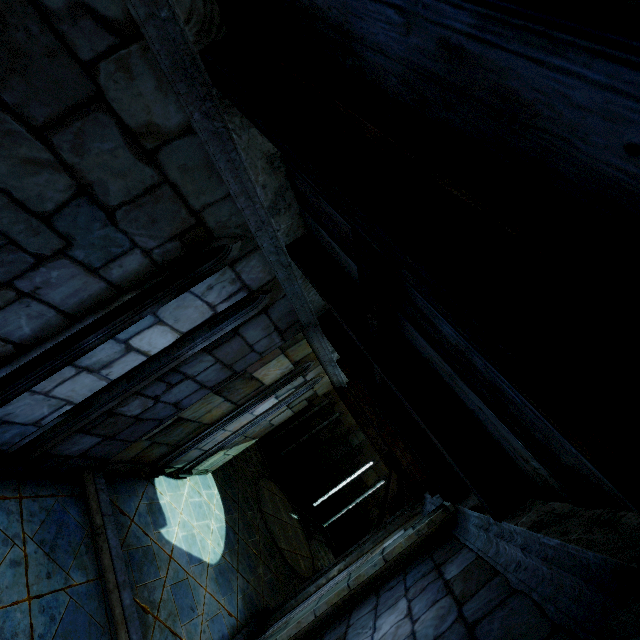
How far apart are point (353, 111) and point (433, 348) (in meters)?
1.47
